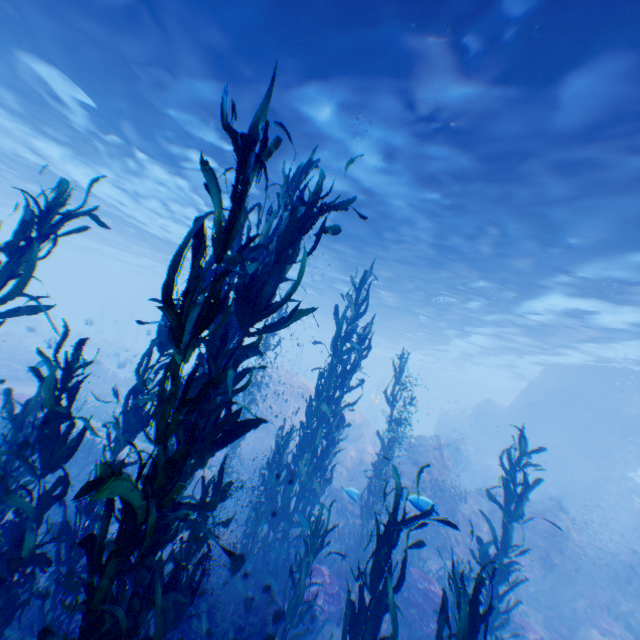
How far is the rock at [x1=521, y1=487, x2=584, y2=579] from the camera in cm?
1316

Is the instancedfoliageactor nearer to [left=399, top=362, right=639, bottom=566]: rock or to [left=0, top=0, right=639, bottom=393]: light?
[left=399, top=362, right=639, bottom=566]: rock

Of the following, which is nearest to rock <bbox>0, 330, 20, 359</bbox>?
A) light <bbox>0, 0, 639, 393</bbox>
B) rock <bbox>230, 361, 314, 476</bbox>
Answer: rock <bbox>230, 361, 314, 476</bbox>

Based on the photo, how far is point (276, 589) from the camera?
7.2 meters

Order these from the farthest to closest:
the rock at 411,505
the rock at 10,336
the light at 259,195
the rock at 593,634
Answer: the rock at 10,336 < the light at 259,195 < the rock at 593,634 < the rock at 411,505

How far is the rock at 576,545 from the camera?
13.16m

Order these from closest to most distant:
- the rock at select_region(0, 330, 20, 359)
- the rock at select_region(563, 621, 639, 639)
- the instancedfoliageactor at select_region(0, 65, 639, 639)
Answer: the instancedfoliageactor at select_region(0, 65, 639, 639)
the rock at select_region(563, 621, 639, 639)
the rock at select_region(0, 330, 20, 359)

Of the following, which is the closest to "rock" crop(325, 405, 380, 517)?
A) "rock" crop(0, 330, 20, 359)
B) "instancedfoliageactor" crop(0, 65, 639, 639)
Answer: "instancedfoliageactor" crop(0, 65, 639, 639)
